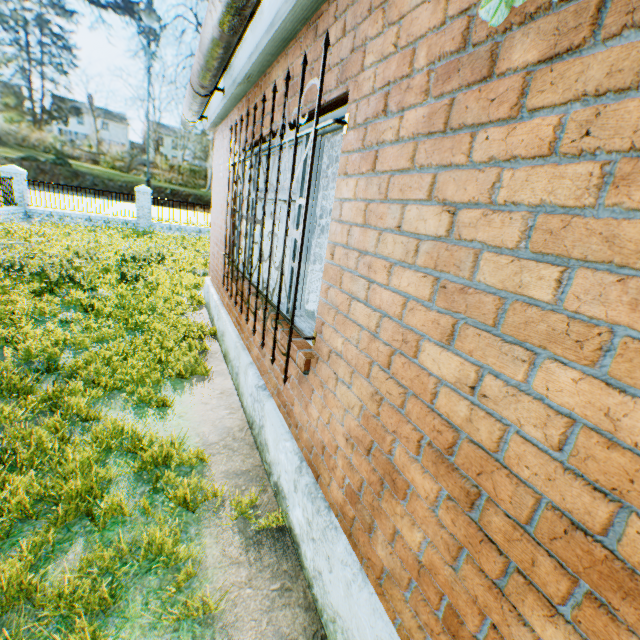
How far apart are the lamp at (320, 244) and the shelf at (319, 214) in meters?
2.0 m

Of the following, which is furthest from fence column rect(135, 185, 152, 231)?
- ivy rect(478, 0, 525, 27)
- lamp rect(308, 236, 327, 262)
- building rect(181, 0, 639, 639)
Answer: ivy rect(478, 0, 525, 27)

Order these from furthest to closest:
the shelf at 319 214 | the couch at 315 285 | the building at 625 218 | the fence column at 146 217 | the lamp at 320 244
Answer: the fence column at 146 217
the shelf at 319 214
the lamp at 320 244
the couch at 315 285
the building at 625 218

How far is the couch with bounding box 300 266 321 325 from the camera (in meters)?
3.39

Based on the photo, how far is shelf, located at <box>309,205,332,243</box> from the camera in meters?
7.8

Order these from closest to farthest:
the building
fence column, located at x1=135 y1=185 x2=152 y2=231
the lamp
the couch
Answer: the building
the couch
the lamp
fence column, located at x1=135 y1=185 x2=152 y2=231

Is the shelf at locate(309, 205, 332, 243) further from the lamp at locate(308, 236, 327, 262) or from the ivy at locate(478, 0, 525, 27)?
the ivy at locate(478, 0, 525, 27)

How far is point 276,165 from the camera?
7.20m
